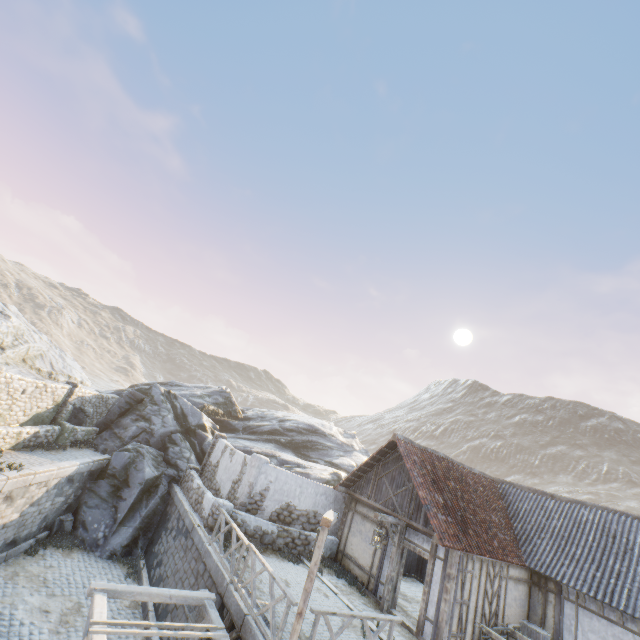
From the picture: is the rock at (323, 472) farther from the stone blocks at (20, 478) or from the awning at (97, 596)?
the awning at (97, 596)

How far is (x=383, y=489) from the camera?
13.8 meters

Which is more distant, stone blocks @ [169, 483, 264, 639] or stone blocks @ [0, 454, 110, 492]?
stone blocks @ [0, 454, 110, 492]

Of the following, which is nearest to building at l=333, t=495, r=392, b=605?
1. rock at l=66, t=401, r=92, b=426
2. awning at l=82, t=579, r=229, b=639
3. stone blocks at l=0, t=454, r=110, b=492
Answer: stone blocks at l=0, t=454, r=110, b=492

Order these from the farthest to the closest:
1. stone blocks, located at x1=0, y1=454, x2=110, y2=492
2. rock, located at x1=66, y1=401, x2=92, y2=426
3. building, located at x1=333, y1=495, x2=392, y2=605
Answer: rock, located at x1=66, y1=401, x2=92, y2=426 → building, located at x1=333, y1=495, x2=392, y2=605 → stone blocks, located at x1=0, y1=454, x2=110, y2=492

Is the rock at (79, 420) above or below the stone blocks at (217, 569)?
above

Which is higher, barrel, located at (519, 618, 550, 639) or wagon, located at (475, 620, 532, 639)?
barrel, located at (519, 618, 550, 639)

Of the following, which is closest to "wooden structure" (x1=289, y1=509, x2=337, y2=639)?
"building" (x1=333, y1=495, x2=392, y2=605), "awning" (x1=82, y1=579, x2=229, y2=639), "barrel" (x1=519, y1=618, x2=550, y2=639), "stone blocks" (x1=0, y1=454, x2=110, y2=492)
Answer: "stone blocks" (x1=0, y1=454, x2=110, y2=492)
